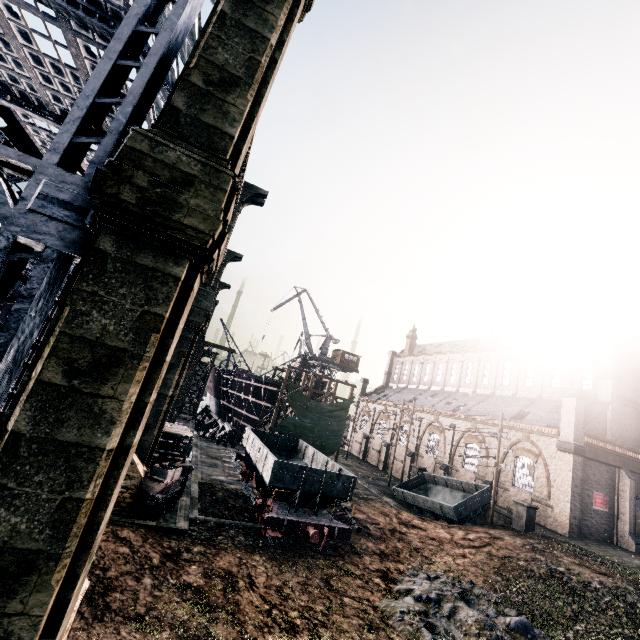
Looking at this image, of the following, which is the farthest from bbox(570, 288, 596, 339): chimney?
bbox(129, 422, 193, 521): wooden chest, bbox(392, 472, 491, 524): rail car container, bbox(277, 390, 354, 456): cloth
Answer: bbox(129, 422, 193, 521): wooden chest

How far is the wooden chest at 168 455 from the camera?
14.9 meters

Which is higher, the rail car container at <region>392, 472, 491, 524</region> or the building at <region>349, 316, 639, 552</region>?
the building at <region>349, 316, 639, 552</region>

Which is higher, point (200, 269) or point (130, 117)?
point (130, 117)

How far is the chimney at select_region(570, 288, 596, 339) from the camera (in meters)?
33.72

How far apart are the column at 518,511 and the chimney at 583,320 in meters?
19.2 m

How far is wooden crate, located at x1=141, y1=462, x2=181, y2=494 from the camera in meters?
15.3 m

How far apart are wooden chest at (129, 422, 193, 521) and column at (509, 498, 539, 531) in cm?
2262
